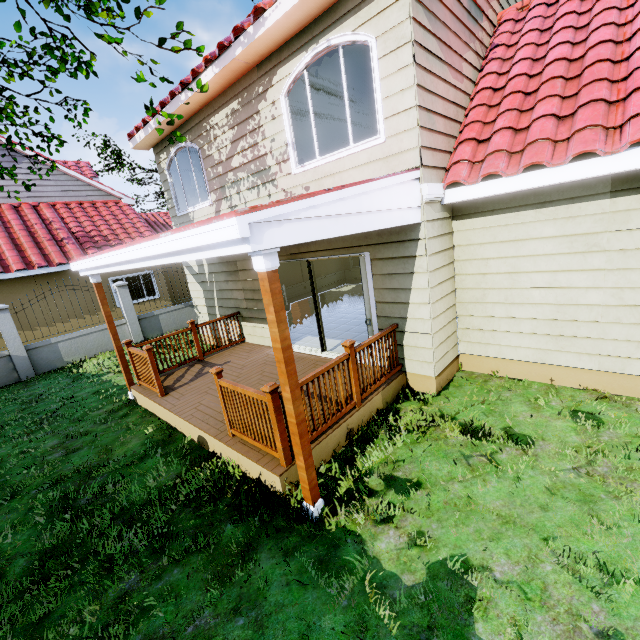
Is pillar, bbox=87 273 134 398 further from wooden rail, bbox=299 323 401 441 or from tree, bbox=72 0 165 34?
wooden rail, bbox=299 323 401 441

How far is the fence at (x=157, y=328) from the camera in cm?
1183

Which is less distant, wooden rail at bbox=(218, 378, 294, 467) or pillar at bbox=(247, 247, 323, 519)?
pillar at bbox=(247, 247, 323, 519)

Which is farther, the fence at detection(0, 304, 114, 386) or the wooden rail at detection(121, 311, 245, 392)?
the fence at detection(0, 304, 114, 386)

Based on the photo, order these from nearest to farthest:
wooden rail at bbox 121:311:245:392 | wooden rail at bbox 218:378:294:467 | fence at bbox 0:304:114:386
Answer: wooden rail at bbox 218:378:294:467 → wooden rail at bbox 121:311:245:392 → fence at bbox 0:304:114:386

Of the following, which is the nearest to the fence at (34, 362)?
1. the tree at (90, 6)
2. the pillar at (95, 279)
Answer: the tree at (90, 6)

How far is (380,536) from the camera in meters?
3.1
